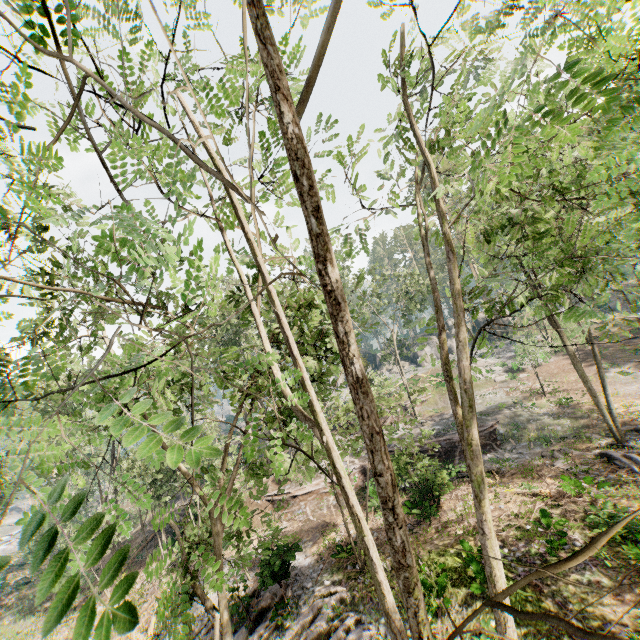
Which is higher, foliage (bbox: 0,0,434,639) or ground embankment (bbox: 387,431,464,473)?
foliage (bbox: 0,0,434,639)

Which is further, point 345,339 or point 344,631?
point 344,631

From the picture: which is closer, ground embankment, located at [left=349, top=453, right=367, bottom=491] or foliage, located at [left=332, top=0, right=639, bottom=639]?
foliage, located at [left=332, top=0, right=639, bottom=639]

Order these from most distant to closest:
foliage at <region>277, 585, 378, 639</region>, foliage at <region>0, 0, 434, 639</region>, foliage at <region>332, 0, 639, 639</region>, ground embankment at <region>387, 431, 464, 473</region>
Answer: ground embankment at <region>387, 431, 464, 473</region>
foliage at <region>277, 585, 378, 639</region>
foliage at <region>332, 0, 639, 639</region>
foliage at <region>0, 0, 434, 639</region>

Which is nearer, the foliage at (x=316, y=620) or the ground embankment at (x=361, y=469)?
the foliage at (x=316, y=620)

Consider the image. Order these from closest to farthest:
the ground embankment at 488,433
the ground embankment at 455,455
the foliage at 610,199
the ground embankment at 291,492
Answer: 1. the foliage at 610,199
2. the ground embankment at 455,455
3. the ground embankment at 291,492
4. the ground embankment at 488,433
